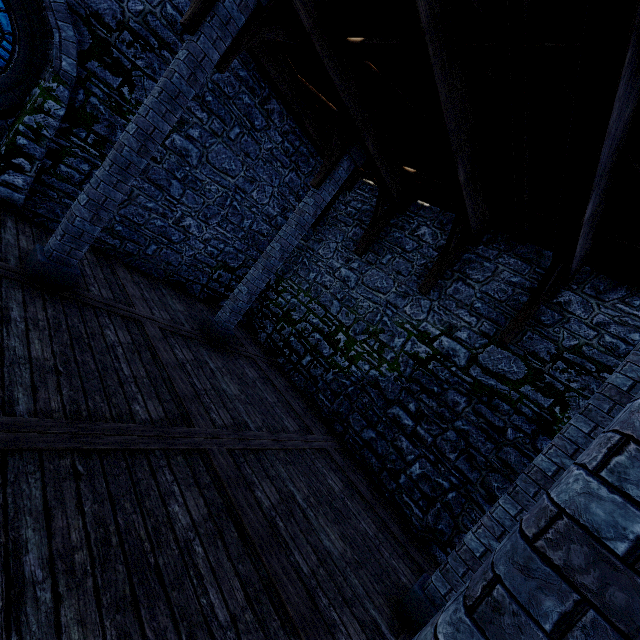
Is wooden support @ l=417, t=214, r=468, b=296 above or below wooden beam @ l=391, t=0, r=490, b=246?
below

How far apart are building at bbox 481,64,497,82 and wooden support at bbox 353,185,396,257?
3.8m

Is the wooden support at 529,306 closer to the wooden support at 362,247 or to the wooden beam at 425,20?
the wooden beam at 425,20

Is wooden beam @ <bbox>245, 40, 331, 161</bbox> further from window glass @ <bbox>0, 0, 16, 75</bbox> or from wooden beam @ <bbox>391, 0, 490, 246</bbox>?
wooden beam @ <bbox>391, 0, 490, 246</bbox>

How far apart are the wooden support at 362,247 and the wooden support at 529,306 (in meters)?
4.03

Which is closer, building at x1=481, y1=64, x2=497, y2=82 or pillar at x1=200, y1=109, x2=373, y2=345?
building at x1=481, y1=64, x2=497, y2=82

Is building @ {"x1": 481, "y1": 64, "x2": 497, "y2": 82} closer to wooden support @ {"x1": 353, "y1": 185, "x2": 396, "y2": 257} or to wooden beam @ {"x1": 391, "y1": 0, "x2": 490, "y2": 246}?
wooden beam @ {"x1": 391, "y1": 0, "x2": 490, "y2": 246}

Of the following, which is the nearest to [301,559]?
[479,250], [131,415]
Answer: [131,415]
